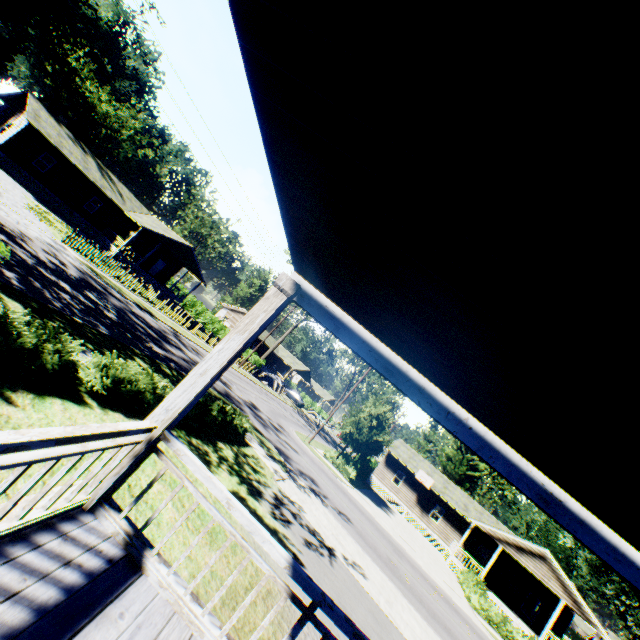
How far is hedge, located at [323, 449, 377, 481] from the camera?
26.5m

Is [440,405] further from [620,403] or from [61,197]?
[61,197]

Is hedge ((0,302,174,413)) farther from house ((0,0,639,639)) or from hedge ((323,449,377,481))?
hedge ((323,449,377,481))

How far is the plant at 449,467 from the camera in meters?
44.8

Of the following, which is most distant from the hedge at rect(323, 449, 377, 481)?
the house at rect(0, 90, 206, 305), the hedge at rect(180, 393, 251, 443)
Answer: the house at rect(0, 90, 206, 305)

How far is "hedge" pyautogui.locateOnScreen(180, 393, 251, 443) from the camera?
10.4 meters

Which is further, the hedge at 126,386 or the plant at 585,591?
the plant at 585,591

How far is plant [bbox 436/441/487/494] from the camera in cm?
4476
